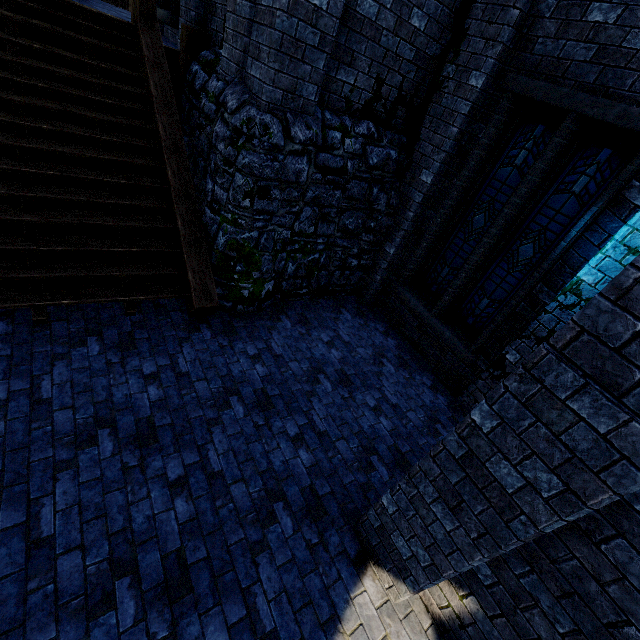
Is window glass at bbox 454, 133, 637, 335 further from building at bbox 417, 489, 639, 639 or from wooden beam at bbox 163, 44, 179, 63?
wooden beam at bbox 163, 44, 179, 63

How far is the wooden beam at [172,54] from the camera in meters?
6.6

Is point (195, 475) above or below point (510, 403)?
below

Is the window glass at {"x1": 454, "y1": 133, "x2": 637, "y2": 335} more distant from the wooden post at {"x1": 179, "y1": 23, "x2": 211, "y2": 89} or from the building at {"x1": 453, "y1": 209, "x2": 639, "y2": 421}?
the wooden post at {"x1": 179, "y1": 23, "x2": 211, "y2": 89}

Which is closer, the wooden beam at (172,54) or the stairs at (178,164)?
the stairs at (178,164)

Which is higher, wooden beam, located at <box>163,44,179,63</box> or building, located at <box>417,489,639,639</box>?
wooden beam, located at <box>163,44,179,63</box>

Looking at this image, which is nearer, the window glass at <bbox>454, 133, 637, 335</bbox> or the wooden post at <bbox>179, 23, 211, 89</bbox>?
the window glass at <bbox>454, 133, 637, 335</bbox>

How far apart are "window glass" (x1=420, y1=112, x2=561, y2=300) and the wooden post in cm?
588
